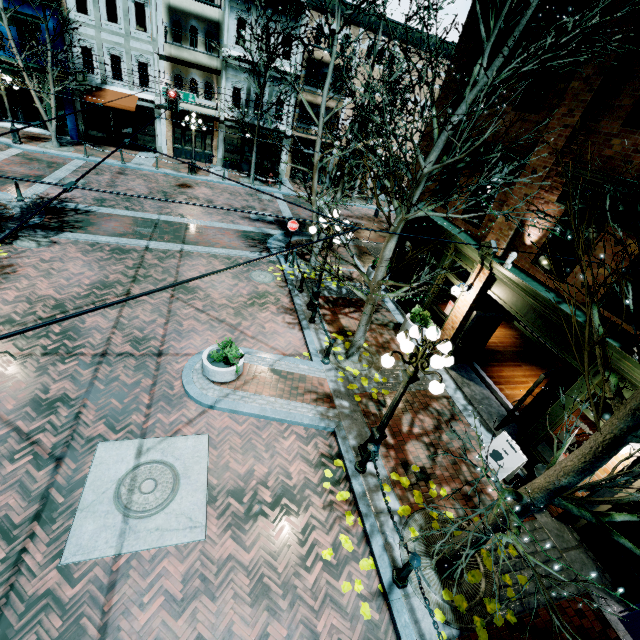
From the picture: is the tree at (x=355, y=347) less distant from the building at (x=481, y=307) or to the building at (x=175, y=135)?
the building at (x=481, y=307)

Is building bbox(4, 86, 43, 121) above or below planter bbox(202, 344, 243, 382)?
above

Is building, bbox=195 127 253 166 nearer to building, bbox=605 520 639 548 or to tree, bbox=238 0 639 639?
tree, bbox=238 0 639 639

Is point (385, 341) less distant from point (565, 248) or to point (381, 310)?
point (381, 310)

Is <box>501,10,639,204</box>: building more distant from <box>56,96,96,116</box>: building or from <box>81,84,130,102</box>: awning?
<box>81,84,130,102</box>: awning

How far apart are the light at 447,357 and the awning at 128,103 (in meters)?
24.93

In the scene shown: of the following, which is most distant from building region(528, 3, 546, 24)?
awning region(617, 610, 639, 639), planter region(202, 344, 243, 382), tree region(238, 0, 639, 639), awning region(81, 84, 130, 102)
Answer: awning region(81, 84, 130, 102)

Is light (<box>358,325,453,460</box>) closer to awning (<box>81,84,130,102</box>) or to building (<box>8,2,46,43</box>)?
building (<box>8,2,46,43</box>)
